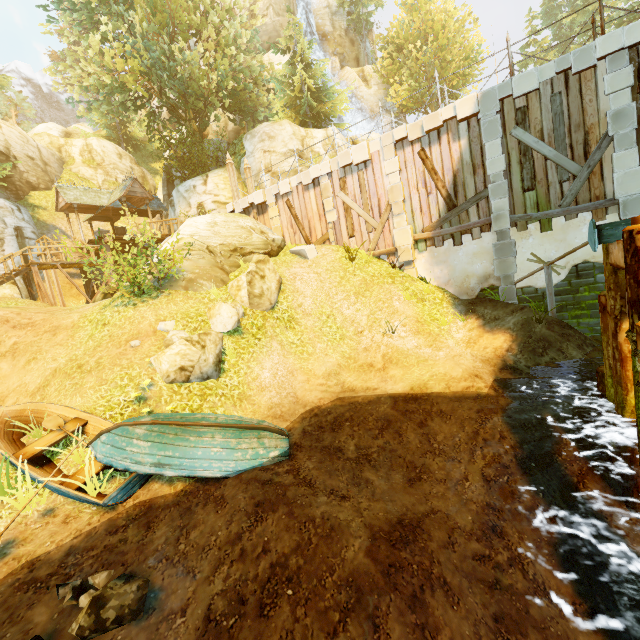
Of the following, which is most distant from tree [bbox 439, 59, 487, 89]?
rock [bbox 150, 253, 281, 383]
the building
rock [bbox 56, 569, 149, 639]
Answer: rock [bbox 150, 253, 281, 383]

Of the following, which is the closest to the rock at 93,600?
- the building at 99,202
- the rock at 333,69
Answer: the building at 99,202

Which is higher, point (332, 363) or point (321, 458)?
point (332, 363)

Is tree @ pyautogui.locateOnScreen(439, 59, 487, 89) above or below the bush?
above

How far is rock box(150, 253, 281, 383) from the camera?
8.34m

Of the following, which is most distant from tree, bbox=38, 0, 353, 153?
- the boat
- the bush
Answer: the bush

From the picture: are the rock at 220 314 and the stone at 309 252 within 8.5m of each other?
yes

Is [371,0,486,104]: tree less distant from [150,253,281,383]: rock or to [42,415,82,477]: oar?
[42,415,82,477]: oar
